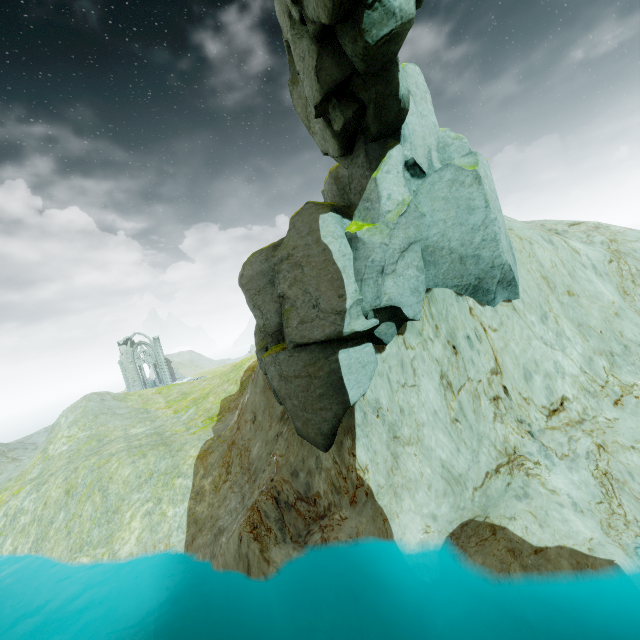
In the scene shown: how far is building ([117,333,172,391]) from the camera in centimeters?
5603cm

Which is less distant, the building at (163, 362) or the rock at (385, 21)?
the rock at (385, 21)

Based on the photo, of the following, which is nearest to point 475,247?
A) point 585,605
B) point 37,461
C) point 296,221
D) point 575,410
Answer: point 575,410

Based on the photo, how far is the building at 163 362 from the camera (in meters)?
56.03

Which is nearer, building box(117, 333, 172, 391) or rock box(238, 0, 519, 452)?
rock box(238, 0, 519, 452)
